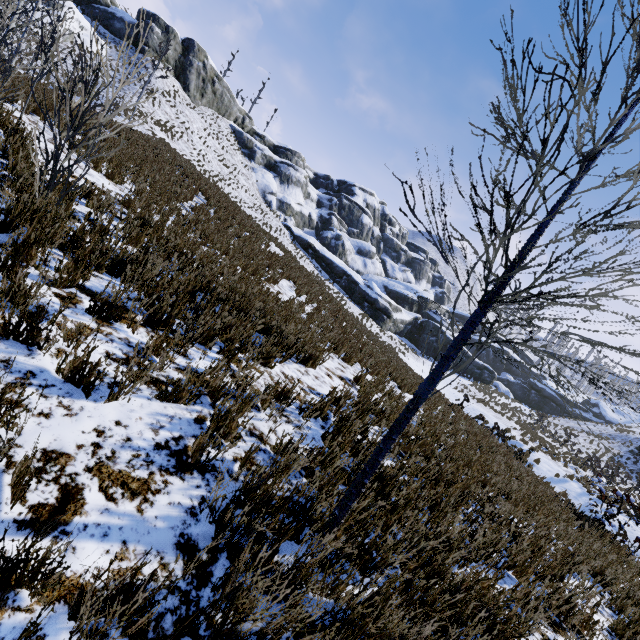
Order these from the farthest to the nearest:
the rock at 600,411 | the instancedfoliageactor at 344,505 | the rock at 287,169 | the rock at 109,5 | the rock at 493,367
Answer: the rock at 600,411
the rock at 493,367
the rock at 287,169
the rock at 109,5
the instancedfoliageactor at 344,505

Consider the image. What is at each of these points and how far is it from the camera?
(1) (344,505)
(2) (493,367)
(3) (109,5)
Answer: (1) instancedfoliageactor, 2.5m
(2) rock, 55.7m
(3) rock, 35.3m

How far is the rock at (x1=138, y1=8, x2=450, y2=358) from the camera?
37.47m

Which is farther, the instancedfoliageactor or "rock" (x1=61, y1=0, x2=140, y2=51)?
"rock" (x1=61, y1=0, x2=140, y2=51)

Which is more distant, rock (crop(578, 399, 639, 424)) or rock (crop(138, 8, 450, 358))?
rock (crop(578, 399, 639, 424))

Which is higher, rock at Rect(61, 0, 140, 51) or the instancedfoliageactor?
rock at Rect(61, 0, 140, 51)

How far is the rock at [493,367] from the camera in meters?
43.5 m
